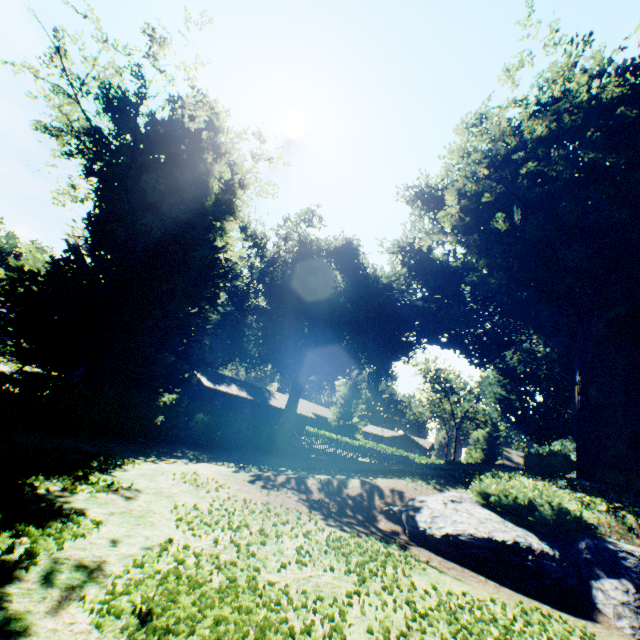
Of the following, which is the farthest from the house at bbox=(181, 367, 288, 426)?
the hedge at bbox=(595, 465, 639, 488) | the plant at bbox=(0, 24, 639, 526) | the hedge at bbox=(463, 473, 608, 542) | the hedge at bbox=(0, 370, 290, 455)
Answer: the hedge at bbox=(595, 465, 639, 488)

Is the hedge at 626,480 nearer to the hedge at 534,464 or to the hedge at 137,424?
the hedge at 534,464

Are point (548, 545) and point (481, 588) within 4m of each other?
yes

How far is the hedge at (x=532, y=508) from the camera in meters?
8.4

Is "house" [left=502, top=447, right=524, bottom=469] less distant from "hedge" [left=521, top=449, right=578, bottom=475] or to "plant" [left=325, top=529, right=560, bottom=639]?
"plant" [left=325, top=529, right=560, bottom=639]

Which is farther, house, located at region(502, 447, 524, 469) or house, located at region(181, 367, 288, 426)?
house, located at region(502, 447, 524, 469)

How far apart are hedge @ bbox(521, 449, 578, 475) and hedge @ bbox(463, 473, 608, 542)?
8.46m

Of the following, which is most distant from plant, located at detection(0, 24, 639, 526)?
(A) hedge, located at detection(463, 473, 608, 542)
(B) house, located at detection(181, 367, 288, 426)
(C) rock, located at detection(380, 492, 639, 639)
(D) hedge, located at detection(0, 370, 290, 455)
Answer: (A) hedge, located at detection(463, 473, 608, 542)
